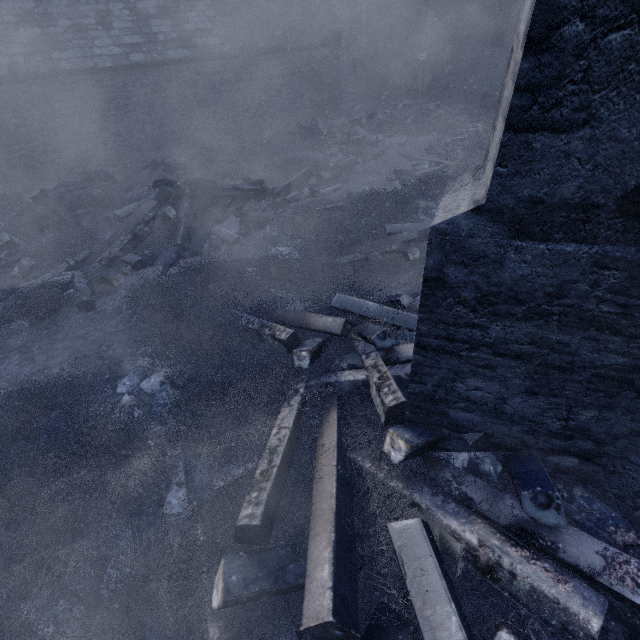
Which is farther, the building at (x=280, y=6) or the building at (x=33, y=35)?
the building at (x=280, y=6)

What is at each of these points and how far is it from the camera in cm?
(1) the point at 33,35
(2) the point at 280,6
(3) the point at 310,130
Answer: (1) building, 938
(2) building, 1221
(3) instancedfoliageactor, 1166

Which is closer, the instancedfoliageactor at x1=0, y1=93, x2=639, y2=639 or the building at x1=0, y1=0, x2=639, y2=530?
the building at x1=0, y1=0, x2=639, y2=530

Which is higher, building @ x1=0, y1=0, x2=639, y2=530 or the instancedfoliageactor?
building @ x1=0, y1=0, x2=639, y2=530

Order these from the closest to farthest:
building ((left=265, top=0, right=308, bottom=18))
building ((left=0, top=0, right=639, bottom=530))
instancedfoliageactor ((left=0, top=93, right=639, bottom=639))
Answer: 1. building ((left=0, top=0, right=639, bottom=530))
2. instancedfoliageactor ((left=0, top=93, right=639, bottom=639))
3. building ((left=265, top=0, right=308, bottom=18))

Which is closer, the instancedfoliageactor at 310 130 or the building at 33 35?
the building at 33 35

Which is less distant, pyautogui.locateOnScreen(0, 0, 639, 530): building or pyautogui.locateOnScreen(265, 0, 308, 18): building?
pyautogui.locateOnScreen(0, 0, 639, 530): building
